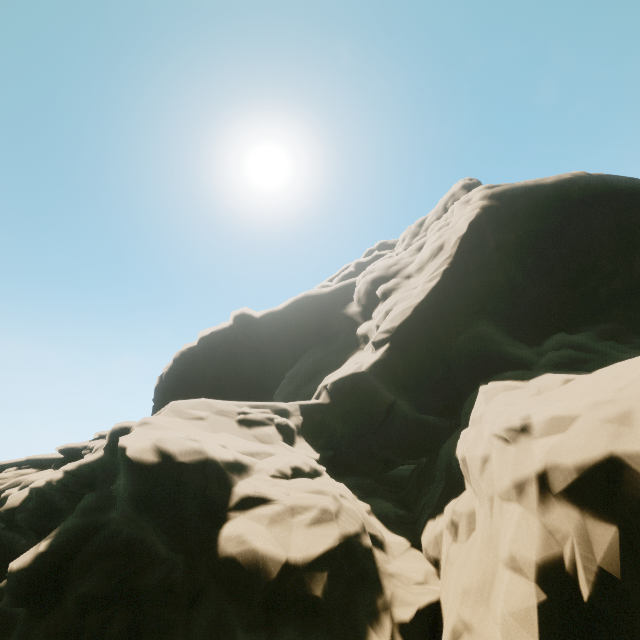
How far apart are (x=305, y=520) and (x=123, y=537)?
4.0m
